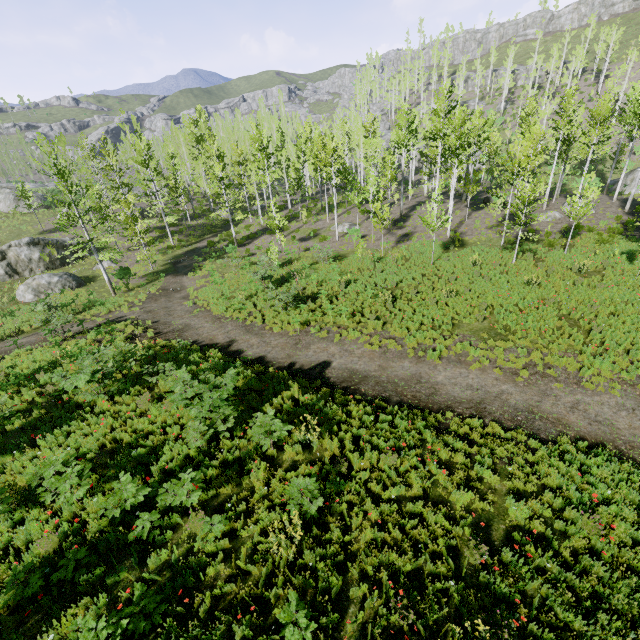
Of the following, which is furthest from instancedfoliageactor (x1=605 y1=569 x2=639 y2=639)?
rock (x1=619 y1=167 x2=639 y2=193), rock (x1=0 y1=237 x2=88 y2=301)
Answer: rock (x1=0 y1=237 x2=88 y2=301)

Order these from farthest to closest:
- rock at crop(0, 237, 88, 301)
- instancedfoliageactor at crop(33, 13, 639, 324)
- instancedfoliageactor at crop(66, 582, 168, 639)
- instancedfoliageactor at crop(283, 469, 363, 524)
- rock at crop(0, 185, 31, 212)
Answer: rock at crop(0, 185, 31, 212) < rock at crop(0, 237, 88, 301) < instancedfoliageactor at crop(33, 13, 639, 324) < instancedfoliageactor at crop(283, 469, 363, 524) < instancedfoliageactor at crop(66, 582, 168, 639)

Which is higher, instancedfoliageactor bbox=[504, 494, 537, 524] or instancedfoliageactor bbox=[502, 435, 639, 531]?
instancedfoliageactor bbox=[504, 494, 537, 524]

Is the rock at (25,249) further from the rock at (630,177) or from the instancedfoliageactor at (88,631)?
the rock at (630,177)

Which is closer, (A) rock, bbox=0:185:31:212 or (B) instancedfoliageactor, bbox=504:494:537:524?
(B) instancedfoliageactor, bbox=504:494:537:524

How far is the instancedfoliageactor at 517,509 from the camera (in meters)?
6.69

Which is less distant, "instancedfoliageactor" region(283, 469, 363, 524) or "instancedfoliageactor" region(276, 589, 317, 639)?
"instancedfoliageactor" region(276, 589, 317, 639)

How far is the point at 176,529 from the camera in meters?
7.0
